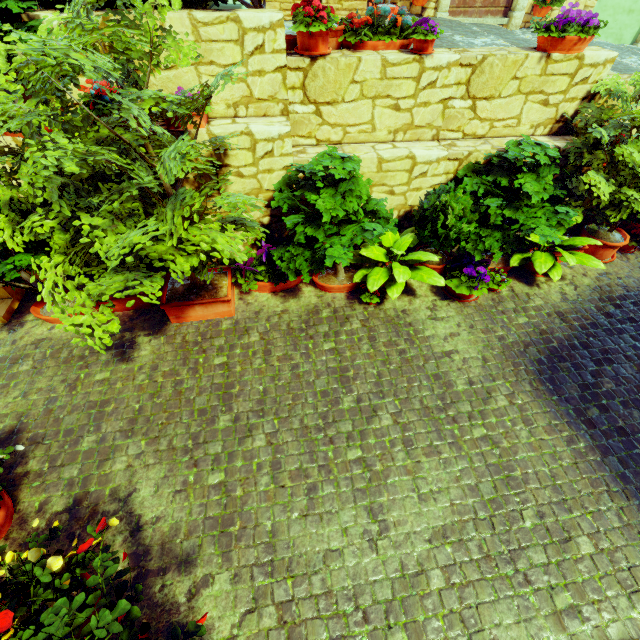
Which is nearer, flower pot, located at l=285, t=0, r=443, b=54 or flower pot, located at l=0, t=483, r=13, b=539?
flower pot, located at l=0, t=483, r=13, b=539

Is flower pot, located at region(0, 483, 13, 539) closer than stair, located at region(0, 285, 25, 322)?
Yes

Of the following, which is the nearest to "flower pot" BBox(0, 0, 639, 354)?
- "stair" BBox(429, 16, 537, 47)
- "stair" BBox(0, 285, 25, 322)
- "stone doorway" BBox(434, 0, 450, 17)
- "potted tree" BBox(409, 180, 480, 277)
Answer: "stair" BBox(429, 16, 537, 47)

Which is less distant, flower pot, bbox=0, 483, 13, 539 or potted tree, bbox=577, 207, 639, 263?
flower pot, bbox=0, 483, 13, 539

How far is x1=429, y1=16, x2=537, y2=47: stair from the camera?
4.7m

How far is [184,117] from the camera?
2.8m

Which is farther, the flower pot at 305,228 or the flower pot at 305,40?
the flower pot at 305,40

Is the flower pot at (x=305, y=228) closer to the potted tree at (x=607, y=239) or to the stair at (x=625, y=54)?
the stair at (x=625, y=54)
